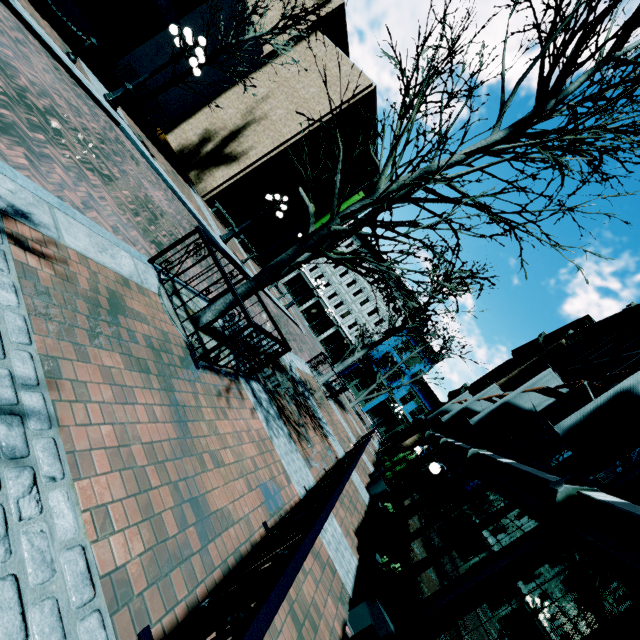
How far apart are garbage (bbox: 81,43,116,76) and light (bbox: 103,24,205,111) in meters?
1.6 m

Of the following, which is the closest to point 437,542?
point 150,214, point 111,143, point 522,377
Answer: point 150,214

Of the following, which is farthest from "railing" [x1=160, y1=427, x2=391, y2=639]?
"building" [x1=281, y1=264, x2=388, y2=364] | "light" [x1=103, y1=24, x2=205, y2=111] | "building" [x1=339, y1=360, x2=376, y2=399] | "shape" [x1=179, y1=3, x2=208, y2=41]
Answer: "building" [x1=281, y1=264, x2=388, y2=364]

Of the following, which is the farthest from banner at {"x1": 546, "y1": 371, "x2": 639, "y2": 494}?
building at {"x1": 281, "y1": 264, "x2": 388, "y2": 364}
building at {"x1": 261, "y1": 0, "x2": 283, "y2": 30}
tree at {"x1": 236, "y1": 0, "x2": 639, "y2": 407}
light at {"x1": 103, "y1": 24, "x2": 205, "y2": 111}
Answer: building at {"x1": 281, "y1": 264, "x2": 388, "y2": 364}

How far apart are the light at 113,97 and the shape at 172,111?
8.79m

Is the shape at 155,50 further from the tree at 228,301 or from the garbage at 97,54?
the tree at 228,301

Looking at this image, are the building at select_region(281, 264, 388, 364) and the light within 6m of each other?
Answer: no

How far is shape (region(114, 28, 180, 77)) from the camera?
16.53m
